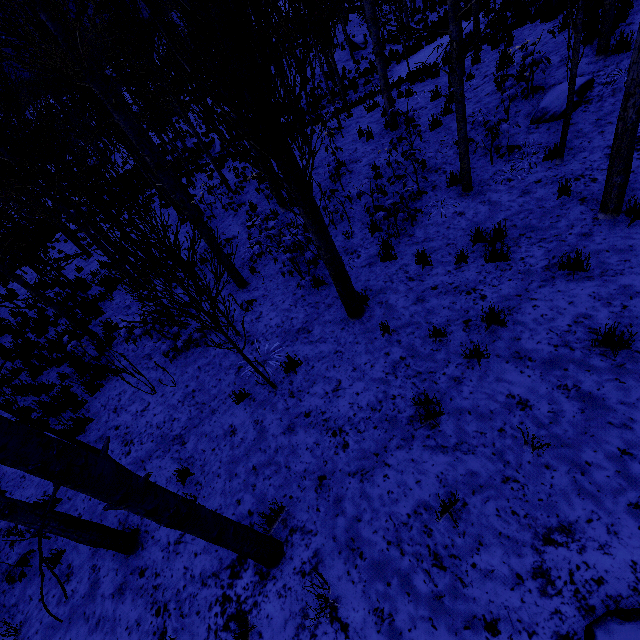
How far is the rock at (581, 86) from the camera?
6.6 meters

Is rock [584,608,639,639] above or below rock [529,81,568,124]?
below

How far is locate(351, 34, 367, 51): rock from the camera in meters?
23.1

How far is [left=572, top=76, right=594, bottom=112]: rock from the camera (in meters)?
6.63

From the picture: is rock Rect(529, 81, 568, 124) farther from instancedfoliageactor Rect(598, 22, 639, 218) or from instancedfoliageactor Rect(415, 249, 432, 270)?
instancedfoliageactor Rect(598, 22, 639, 218)

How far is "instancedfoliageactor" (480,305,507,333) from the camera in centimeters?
427cm

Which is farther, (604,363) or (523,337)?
(523,337)
